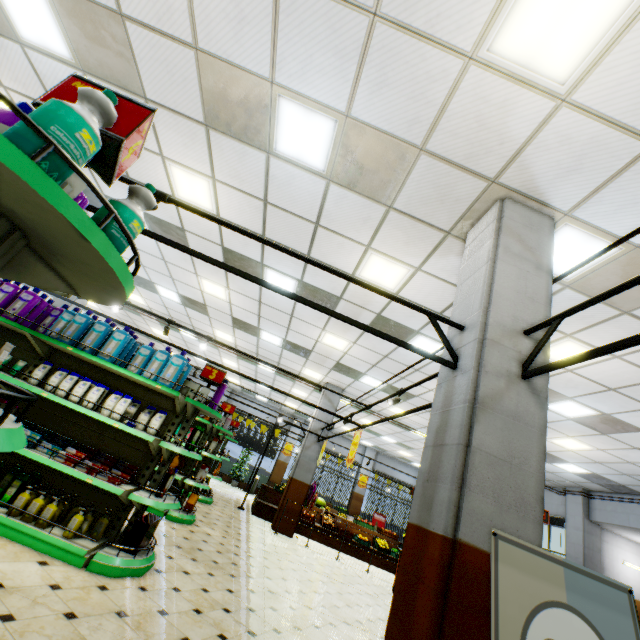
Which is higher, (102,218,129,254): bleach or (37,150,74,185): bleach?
(102,218,129,254): bleach

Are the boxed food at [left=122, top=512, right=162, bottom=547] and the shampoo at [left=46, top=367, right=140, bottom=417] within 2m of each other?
yes

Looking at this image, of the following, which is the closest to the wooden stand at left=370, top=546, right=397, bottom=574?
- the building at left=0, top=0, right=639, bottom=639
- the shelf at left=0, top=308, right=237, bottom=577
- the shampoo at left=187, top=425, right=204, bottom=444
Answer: the building at left=0, top=0, right=639, bottom=639

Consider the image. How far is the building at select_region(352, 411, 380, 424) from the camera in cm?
1390

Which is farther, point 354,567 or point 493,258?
point 354,567

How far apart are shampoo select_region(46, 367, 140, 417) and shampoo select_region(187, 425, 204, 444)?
1.2m

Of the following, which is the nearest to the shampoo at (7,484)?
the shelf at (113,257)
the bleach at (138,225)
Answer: the shelf at (113,257)

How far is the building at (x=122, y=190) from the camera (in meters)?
6.08
